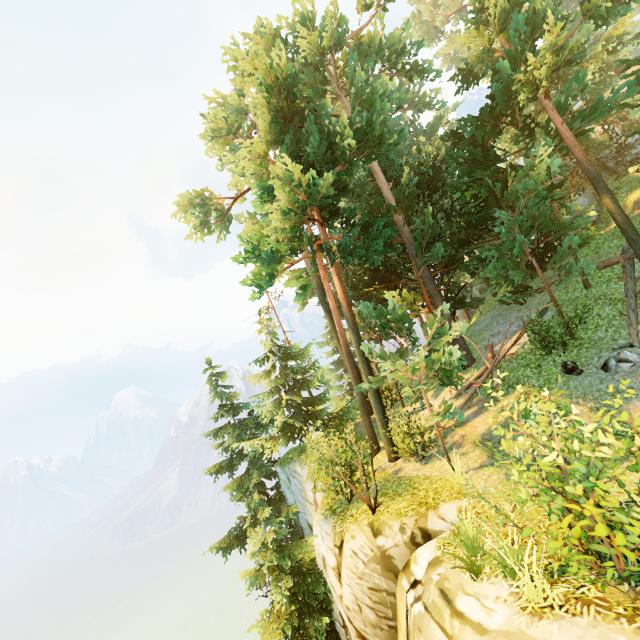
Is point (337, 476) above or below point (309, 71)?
below

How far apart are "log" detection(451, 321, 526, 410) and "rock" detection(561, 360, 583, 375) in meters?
2.3

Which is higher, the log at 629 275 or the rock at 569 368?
the log at 629 275

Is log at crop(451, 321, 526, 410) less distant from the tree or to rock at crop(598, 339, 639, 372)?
the tree

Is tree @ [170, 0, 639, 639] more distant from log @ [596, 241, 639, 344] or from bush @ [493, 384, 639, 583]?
bush @ [493, 384, 639, 583]

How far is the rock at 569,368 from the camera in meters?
10.7 m

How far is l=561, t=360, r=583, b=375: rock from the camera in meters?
10.7

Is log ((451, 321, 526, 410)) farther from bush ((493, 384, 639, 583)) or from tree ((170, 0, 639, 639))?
bush ((493, 384, 639, 583))
